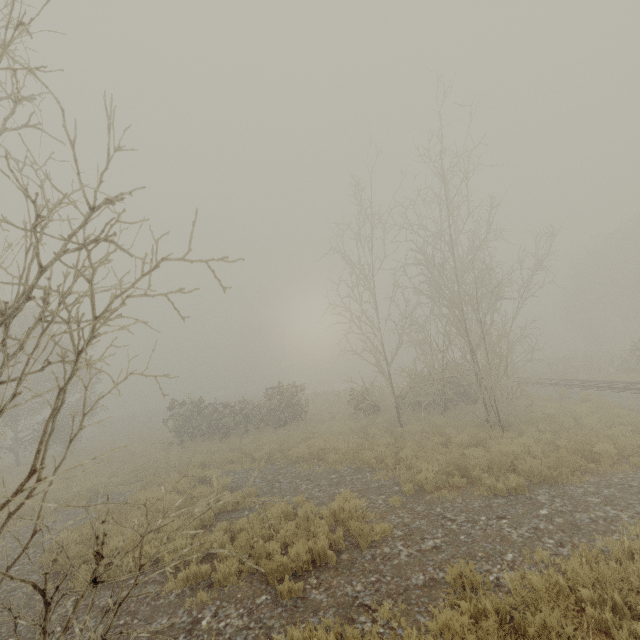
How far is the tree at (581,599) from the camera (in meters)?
4.54

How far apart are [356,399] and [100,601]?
18.00m

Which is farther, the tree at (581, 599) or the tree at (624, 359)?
the tree at (581, 599)

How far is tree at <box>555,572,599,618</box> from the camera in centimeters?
454cm

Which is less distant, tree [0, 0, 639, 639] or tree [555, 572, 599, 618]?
tree [0, 0, 639, 639]

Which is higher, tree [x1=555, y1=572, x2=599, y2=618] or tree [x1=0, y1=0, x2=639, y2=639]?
tree [x1=0, y1=0, x2=639, y2=639]
